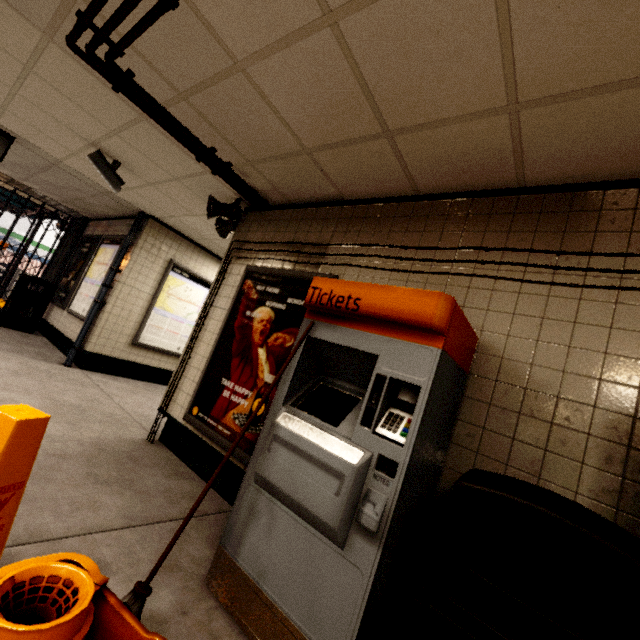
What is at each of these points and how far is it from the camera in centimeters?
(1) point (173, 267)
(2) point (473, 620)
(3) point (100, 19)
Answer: (1) sign, 636cm
(2) trash can, 102cm
(3) storm drain, 211cm

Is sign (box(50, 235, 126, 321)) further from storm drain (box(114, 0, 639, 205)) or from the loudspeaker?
the loudspeaker

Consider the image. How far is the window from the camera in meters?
3.9

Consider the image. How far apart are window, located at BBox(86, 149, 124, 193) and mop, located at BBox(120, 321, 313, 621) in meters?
3.8 m

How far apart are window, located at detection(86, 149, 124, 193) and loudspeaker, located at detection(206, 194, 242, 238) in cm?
128

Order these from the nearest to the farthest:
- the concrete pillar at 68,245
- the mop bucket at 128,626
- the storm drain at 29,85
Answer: the mop bucket at 128,626 → the storm drain at 29,85 → the concrete pillar at 68,245

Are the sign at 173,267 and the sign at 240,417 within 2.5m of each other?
no

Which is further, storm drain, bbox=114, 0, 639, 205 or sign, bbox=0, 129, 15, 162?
sign, bbox=0, 129, 15, 162
